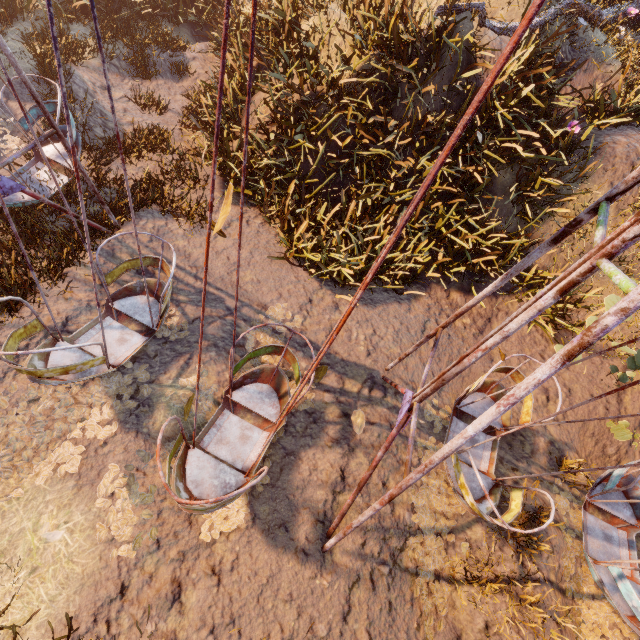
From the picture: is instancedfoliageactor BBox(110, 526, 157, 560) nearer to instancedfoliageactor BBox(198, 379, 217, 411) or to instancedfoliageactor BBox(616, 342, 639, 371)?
instancedfoliageactor BBox(198, 379, 217, 411)

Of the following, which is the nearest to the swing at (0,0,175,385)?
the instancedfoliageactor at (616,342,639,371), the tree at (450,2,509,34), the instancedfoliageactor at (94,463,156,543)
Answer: the instancedfoliageactor at (94,463,156,543)

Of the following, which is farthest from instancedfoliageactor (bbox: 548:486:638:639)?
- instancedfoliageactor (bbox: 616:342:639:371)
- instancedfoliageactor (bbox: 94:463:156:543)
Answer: instancedfoliageactor (bbox: 94:463:156:543)

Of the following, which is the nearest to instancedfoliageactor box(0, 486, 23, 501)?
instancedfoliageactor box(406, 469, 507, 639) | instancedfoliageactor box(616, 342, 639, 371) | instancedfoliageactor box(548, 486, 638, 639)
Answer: instancedfoliageactor box(406, 469, 507, 639)

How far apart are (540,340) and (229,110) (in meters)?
9.91

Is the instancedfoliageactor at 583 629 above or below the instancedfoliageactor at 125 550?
below

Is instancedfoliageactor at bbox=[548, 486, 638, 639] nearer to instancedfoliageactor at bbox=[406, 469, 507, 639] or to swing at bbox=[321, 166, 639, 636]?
swing at bbox=[321, 166, 639, 636]

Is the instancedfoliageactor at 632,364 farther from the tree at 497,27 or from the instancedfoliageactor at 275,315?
the tree at 497,27
